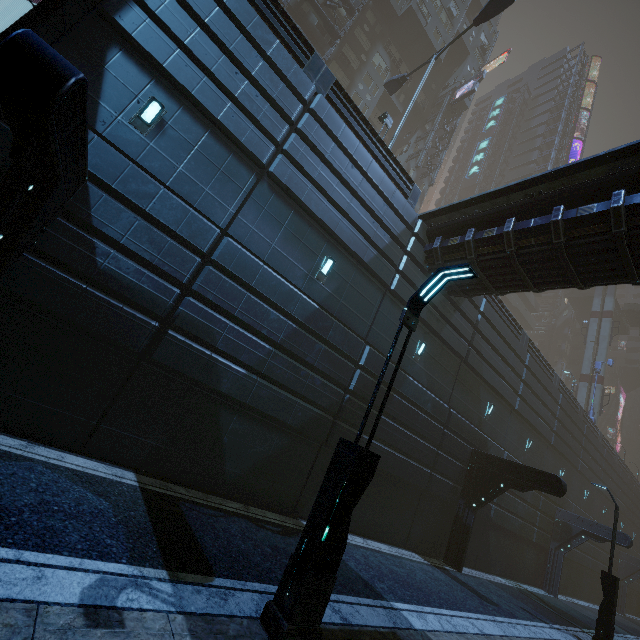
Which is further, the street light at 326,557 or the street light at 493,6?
the street light at 493,6

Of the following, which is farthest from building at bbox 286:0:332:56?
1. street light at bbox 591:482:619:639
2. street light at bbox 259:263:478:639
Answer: street light at bbox 259:263:478:639

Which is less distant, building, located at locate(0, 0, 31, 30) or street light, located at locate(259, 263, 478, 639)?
street light, located at locate(259, 263, 478, 639)

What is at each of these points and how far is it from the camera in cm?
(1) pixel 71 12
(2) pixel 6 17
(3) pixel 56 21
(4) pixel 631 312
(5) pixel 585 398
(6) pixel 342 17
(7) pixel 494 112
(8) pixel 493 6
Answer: (1) building, 673
(2) building, 614
(3) building, 658
(4) stairs, 4991
(5) sm, 3744
(6) building, 2797
(7) sign, 5966
(8) street light, 1694

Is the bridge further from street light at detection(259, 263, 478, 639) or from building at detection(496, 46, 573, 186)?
street light at detection(259, 263, 478, 639)

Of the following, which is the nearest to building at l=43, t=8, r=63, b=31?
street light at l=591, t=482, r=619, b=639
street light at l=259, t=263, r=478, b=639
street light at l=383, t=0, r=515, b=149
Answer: street light at l=383, t=0, r=515, b=149

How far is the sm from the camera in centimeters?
3788cm

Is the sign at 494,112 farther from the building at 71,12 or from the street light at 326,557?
the street light at 326,557
